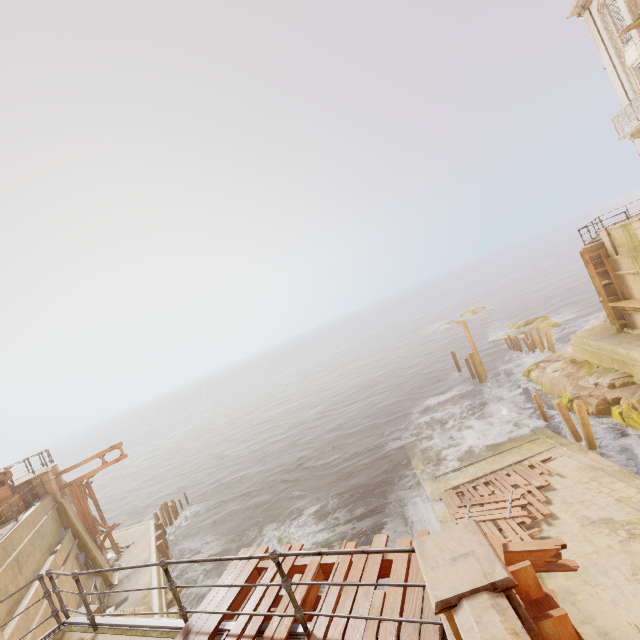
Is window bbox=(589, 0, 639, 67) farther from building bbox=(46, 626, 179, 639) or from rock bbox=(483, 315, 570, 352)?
building bbox=(46, 626, 179, 639)

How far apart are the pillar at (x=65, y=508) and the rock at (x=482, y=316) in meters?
53.7

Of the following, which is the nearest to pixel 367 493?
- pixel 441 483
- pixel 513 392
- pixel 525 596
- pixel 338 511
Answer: pixel 338 511

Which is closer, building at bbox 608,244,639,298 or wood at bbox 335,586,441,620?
wood at bbox 335,586,441,620

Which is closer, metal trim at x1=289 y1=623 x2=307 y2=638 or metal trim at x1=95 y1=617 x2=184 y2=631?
metal trim at x1=289 y1=623 x2=307 y2=638

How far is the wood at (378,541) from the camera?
4.29m

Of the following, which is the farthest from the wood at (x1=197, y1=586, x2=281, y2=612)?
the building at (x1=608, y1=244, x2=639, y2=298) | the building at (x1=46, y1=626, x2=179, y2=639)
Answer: the building at (x1=608, y1=244, x2=639, y2=298)

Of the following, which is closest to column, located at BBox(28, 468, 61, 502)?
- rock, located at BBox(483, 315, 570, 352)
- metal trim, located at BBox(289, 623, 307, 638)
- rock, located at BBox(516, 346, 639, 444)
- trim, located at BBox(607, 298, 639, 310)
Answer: metal trim, located at BBox(289, 623, 307, 638)
